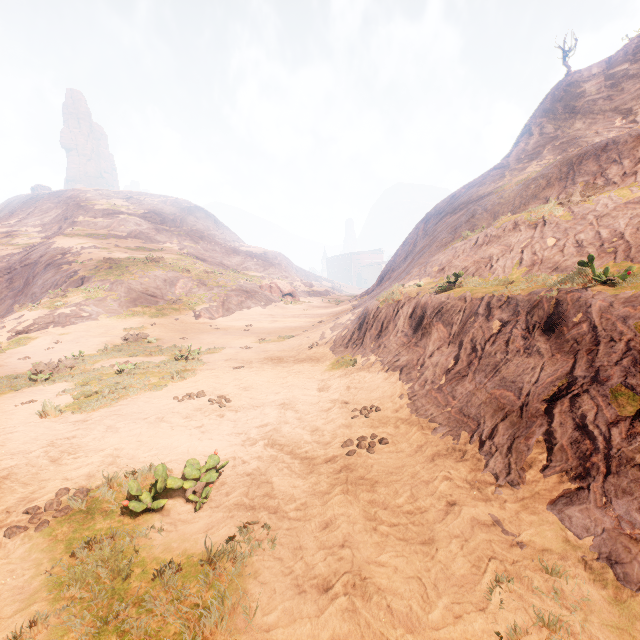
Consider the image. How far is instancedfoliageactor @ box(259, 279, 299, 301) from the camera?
40.0m

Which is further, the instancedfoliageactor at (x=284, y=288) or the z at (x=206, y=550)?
the instancedfoliageactor at (x=284, y=288)

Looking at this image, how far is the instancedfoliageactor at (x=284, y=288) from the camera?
40.0 meters

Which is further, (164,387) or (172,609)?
(164,387)

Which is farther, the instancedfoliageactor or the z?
the instancedfoliageactor
